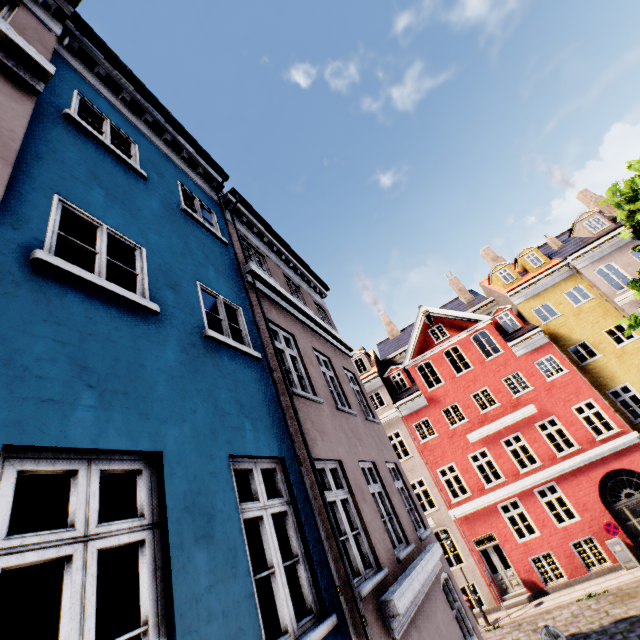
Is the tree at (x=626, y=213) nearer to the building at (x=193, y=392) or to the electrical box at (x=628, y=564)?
the building at (x=193, y=392)

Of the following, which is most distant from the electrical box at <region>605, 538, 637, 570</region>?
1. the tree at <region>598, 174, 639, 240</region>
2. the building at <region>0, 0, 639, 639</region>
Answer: the building at <region>0, 0, 639, 639</region>

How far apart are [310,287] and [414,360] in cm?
1239

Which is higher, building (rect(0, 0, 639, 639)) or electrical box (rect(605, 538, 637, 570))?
building (rect(0, 0, 639, 639))

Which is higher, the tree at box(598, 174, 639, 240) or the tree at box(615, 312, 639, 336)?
the tree at box(598, 174, 639, 240)

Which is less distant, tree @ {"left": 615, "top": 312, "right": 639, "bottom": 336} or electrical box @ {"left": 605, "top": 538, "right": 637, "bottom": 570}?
tree @ {"left": 615, "top": 312, "right": 639, "bottom": 336}

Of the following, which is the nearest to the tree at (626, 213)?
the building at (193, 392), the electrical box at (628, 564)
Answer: the building at (193, 392)
